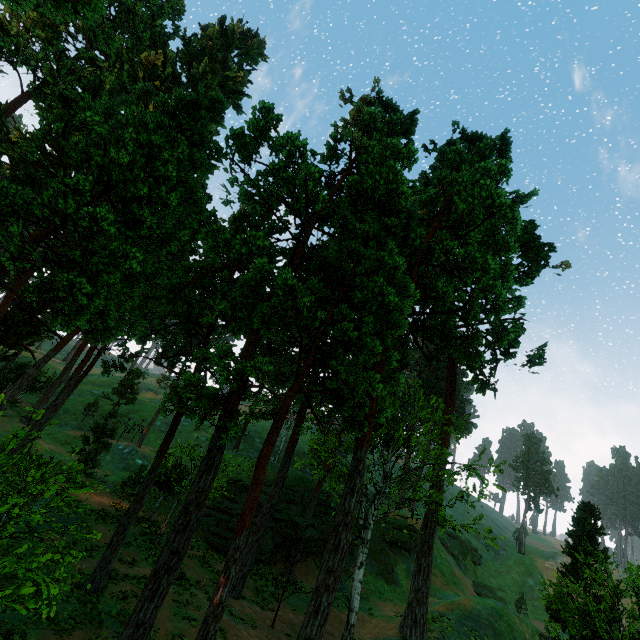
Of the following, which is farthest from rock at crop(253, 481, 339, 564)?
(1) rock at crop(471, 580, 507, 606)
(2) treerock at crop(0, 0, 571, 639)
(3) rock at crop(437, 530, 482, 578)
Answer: (1) rock at crop(471, 580, 507, 606)

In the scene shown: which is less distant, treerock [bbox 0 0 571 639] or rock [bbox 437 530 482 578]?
treerock [bbox 0 0 571 639]

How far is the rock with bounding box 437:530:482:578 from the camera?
45.7 meters

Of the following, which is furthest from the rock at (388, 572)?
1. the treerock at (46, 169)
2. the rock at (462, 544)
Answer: the rock at (462, 544)

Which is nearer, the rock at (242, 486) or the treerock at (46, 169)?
the treerock at (46, 169)

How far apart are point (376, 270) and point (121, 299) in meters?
12.2 m

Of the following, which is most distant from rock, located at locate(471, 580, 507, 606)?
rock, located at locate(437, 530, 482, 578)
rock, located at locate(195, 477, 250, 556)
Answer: rock, located at locate(195, 477, 250, 556)

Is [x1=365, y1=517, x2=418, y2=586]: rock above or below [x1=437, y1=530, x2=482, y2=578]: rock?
below
